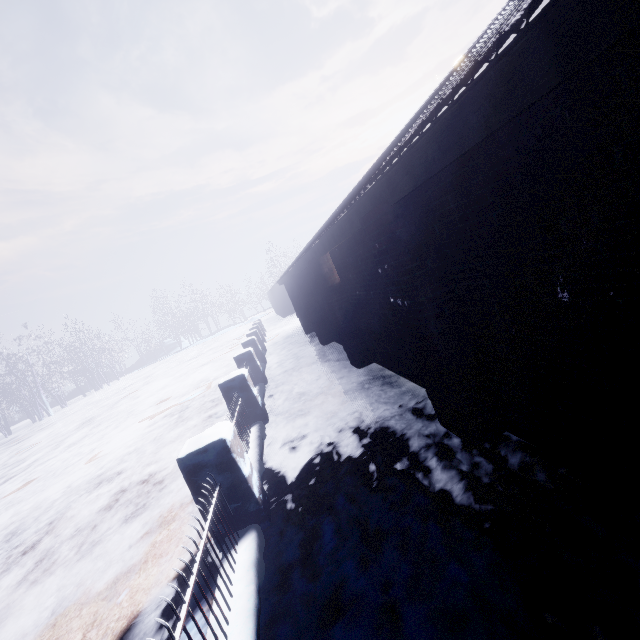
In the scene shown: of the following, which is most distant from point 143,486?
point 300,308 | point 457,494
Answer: point 300,308
